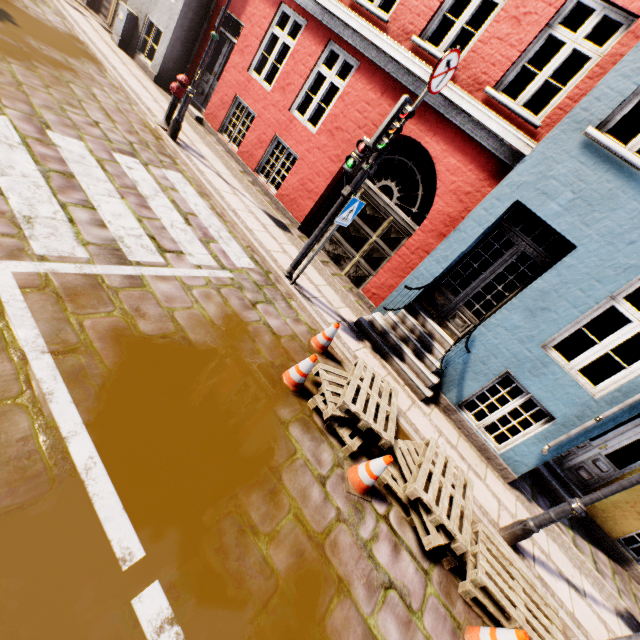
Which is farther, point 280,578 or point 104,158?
point 104,158

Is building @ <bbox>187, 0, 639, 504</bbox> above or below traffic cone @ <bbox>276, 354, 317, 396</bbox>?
above

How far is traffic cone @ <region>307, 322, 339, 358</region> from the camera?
5.0m

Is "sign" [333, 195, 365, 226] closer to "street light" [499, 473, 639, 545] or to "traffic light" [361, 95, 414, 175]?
"traffic light" [361, 95, 414, 175]

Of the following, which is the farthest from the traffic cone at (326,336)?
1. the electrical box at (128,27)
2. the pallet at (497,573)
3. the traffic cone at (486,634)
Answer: the electrical box at (128,27)

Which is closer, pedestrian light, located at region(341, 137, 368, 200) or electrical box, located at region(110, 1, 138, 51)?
pedestrian light, located at region(341, 137, 368, 200)

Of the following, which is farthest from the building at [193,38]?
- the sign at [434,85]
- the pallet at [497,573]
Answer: the sign at [434,85]

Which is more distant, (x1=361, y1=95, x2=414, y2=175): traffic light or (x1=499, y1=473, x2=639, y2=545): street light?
(x1=361, y1=95, x2=414, y2=175): traffic light
